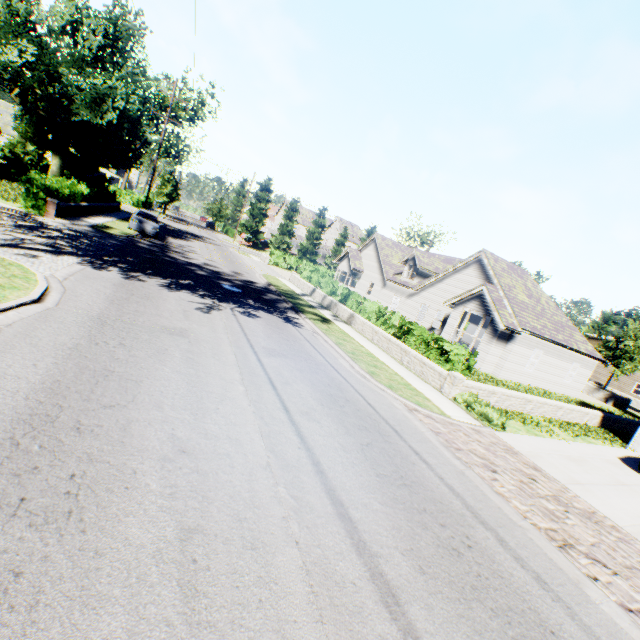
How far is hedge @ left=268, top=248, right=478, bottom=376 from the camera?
12.7m

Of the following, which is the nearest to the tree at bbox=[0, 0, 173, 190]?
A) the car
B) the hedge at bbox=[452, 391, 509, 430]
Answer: the car

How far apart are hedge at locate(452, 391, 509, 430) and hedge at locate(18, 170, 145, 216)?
27.4 meters

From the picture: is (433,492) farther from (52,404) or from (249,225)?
(249,225)

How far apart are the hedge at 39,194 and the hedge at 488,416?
27.4 meters

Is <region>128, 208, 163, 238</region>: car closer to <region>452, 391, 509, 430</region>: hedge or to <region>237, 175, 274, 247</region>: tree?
<region>237, 175, 274, 247</region>: tree

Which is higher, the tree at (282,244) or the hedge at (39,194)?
the tree at (282,244)
